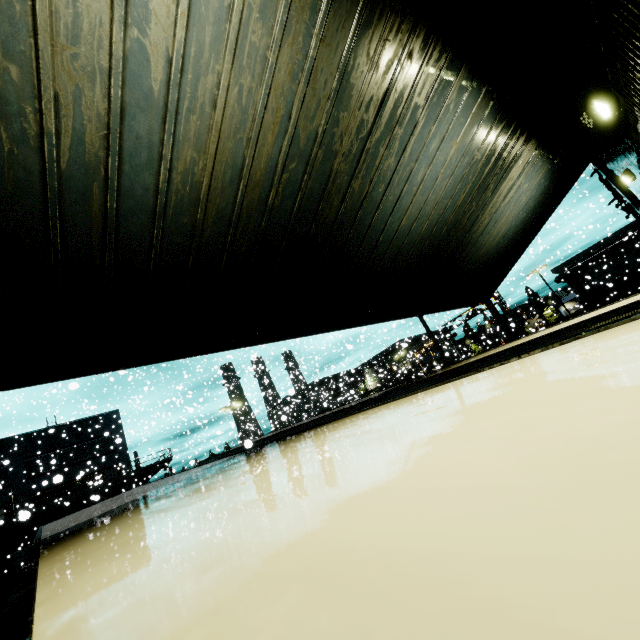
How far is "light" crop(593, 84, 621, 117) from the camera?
4.3m

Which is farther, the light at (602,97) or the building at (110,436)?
the building at (110,436)

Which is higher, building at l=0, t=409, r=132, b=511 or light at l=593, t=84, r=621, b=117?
building at l=0, t=409, r=132, b=511

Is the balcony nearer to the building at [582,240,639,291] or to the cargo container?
the building at [582,240,639,291]

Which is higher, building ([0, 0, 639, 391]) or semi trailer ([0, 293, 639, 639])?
building ([0, 0, 639, 391])

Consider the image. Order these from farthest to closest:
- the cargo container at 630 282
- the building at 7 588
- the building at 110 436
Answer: the cargo container at 630 282 < the building at 110 436 < the building at 7 588

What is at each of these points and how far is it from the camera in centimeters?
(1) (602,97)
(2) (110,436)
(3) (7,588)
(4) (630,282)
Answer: (1) light, 434cm
(2) building, 3397cm
(3) building, 2022cm
(4) cargo container, 3244cm

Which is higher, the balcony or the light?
the balcony
